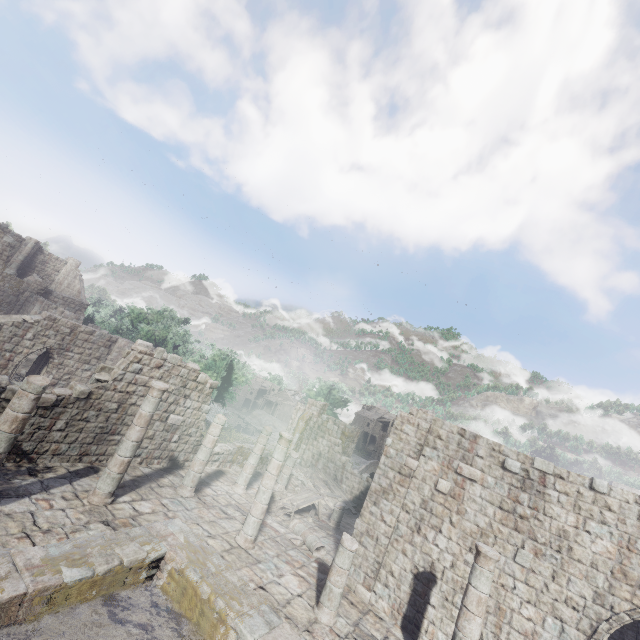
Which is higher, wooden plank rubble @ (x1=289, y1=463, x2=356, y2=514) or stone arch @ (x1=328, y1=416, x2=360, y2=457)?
stone arch @ (x1=328, y1=416, x2=360, y2=457)

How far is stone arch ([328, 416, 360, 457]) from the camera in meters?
32.9 m

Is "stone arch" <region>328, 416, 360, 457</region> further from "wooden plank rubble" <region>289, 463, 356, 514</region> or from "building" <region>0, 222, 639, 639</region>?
"wooden plank rubble" <region>289, 463, 356, 514</region>

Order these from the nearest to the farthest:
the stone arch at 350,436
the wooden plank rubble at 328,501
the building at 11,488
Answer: the building at 11,488, the wooden plank rubble at 328,501, the stone arch at 350,436

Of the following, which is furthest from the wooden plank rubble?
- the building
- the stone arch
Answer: the stone arch

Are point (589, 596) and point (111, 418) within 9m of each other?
no

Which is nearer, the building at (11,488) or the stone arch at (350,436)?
the building at (11,488)
